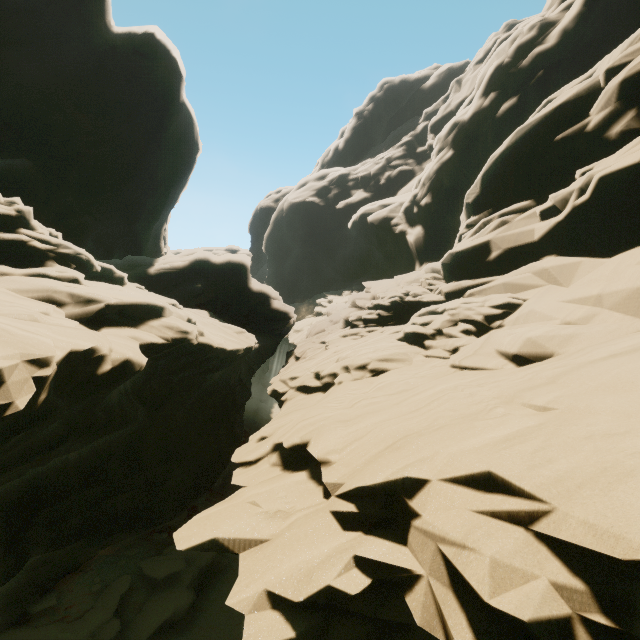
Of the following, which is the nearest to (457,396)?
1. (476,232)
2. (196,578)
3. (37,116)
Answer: (476,232)
